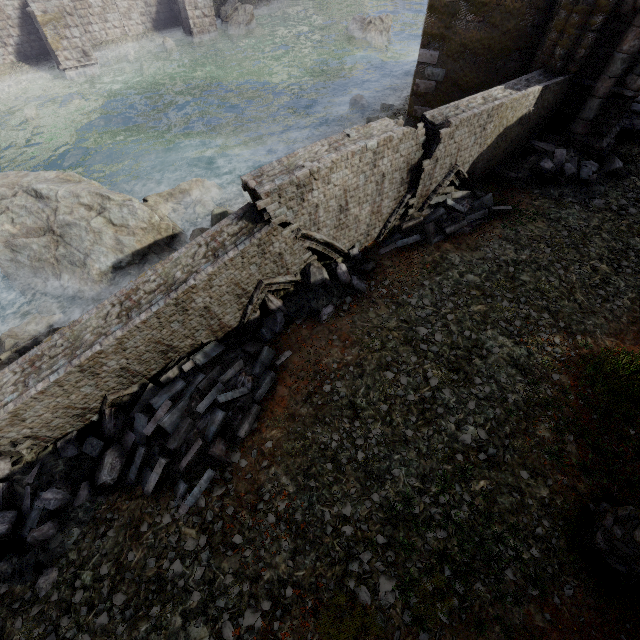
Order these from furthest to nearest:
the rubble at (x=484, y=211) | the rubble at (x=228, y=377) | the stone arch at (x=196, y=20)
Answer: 1. the stone arch at (x=196, y=20)
2. the rubble at (x=484, y=211)
3. the rubble at (x=228, y=377)

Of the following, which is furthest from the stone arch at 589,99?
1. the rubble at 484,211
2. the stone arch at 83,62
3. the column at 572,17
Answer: the stone arch at 83,62

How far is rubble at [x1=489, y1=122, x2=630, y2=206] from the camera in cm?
965

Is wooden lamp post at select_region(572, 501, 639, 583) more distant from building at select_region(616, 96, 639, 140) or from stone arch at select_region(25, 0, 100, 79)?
stone arch at select_region(25, 0, 100, 79)

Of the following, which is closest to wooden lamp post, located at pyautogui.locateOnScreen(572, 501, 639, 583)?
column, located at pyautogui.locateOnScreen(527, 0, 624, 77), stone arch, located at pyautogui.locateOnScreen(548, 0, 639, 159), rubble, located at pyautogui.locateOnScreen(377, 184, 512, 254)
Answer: rubble, located at pyautogui.locateOnScreen(377, 184, 512, 254)

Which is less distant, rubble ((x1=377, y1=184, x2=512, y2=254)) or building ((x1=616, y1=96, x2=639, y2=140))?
rubble ((x1=377, y1=184, x2=512, y2=254))

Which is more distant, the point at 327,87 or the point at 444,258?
the point at 327,87

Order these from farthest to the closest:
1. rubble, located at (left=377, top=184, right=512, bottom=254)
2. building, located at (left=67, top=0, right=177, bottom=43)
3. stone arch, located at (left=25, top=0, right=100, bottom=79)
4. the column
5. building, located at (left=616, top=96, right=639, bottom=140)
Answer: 1. building, located at (left=67, top=0, right=177, bottom=43)
2. stone arch, located at (left=25, top=0, right=100, bottom=79)
3. building, located at (left=616, top=96, right=639, bottom=140)
4. rubble, located at (left=377, top=184, right=512, bottom=254)
5. the column
